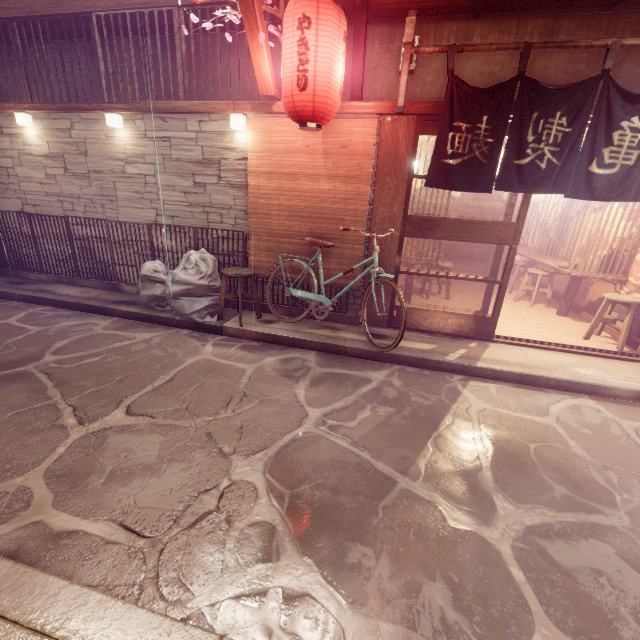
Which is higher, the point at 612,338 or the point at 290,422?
the point at 612,338

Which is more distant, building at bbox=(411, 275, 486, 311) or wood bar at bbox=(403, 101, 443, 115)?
building at bbox=(411, 275, 486, 311)

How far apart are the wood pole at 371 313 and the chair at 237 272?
2.8m

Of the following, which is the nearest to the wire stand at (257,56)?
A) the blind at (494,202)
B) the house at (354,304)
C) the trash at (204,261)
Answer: the house at (354,304)

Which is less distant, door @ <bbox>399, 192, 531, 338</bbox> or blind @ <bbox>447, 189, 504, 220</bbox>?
door @ <bbox>399, 192, 531, 338</bbox>

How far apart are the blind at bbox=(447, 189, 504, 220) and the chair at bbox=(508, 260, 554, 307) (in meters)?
9.18

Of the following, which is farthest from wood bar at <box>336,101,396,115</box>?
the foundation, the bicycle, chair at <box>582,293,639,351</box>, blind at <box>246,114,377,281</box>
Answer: the foundation

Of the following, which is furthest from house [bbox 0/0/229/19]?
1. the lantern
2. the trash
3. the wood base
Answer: the trash
